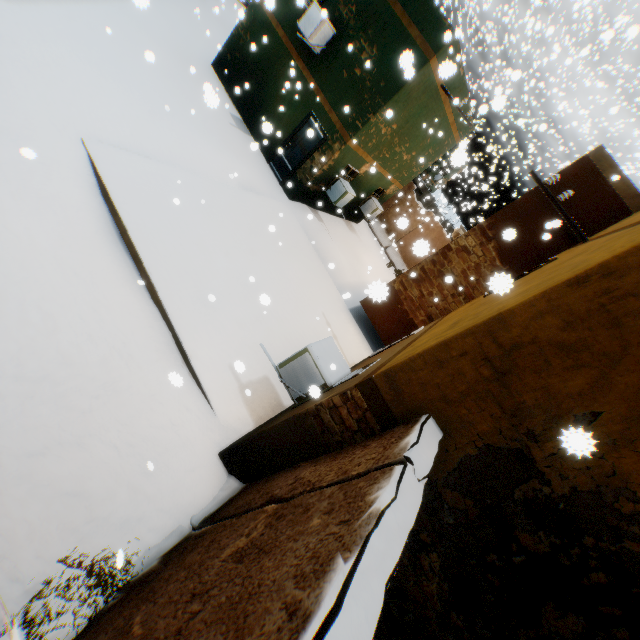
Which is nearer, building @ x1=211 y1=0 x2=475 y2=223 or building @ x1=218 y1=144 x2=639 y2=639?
building @ x1=218 y1=144 x2=639 y2=639

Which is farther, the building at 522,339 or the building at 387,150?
the building at 387,150

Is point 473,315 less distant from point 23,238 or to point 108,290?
point 108,290
